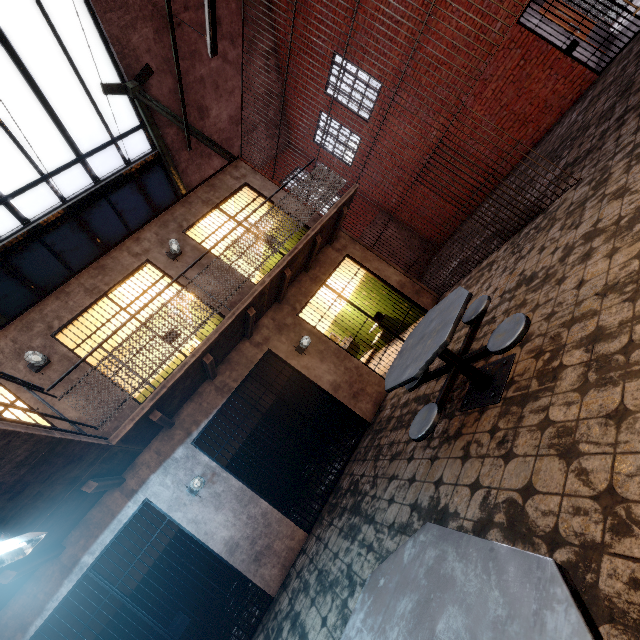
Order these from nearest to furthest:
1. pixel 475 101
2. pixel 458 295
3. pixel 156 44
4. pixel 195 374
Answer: pixel 458 295 → pixel 195 374 → pixel 156 44 → pixel 475 101

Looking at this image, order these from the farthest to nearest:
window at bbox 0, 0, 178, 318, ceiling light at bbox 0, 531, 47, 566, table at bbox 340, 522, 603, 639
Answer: window at bbox 0, 0, 178, 318
ceiling light at bbox 0, 531, 47, 566
table at bbox 340, 522, 603, 639

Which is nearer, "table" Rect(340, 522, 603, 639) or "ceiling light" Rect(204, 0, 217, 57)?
"table" Rect(340, 522, 603, 639)

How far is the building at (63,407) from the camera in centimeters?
501cm

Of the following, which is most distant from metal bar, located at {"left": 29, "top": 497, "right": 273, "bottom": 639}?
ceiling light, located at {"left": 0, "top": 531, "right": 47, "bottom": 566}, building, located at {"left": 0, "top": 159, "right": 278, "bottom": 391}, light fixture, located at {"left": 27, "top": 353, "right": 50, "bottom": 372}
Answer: light fixture, located at {"left": 27, "top": 353, "right": 50, "bottom": 372}

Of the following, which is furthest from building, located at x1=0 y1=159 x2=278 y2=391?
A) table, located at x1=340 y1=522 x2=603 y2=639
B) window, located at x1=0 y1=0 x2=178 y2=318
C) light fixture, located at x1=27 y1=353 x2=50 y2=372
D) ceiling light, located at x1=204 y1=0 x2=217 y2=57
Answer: table, located at x1=340 y1=522 x2=603 y2=639

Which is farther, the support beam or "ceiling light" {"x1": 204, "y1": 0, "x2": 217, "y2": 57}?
the support beam

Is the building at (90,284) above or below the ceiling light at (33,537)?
above
